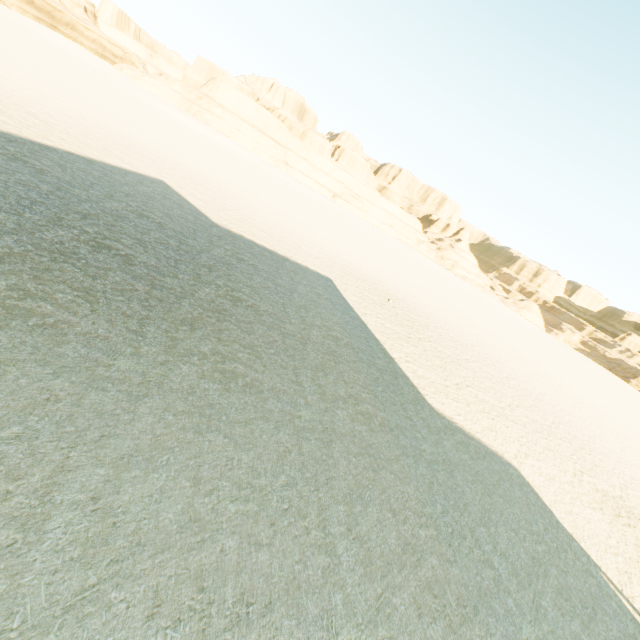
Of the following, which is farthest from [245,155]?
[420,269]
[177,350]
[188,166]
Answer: [177,350]
